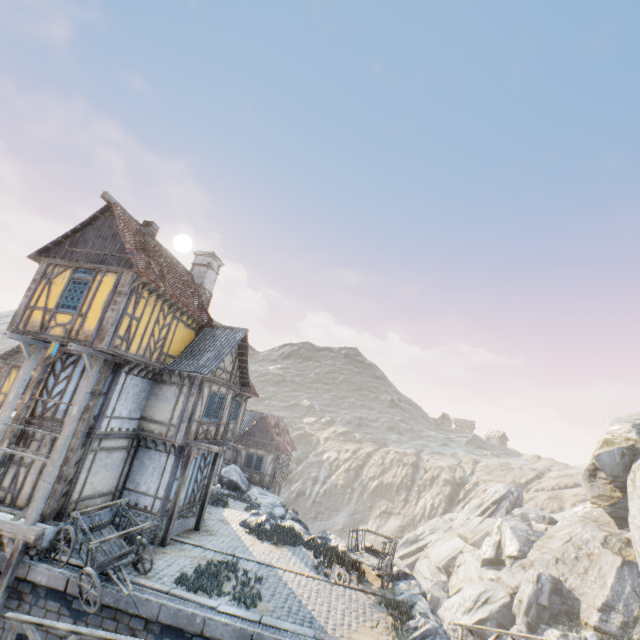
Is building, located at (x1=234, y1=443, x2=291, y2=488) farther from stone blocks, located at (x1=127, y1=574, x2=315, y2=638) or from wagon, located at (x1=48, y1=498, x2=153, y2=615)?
wagon, located at (x1=48, y1=498, x2=153, y2=615)

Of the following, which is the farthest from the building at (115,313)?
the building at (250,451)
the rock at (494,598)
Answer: the building at (250,451)

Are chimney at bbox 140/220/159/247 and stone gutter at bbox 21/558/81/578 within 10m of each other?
no

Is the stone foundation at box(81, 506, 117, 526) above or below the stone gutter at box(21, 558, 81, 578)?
above

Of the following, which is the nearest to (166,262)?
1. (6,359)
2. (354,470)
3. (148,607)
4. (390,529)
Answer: (148,607)

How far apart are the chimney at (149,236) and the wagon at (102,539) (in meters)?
10.46

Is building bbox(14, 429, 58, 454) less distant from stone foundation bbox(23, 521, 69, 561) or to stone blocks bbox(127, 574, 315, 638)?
stone foundation bbox(23, 521, 69, 561)

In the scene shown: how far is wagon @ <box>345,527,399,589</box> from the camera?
13.2 meters
